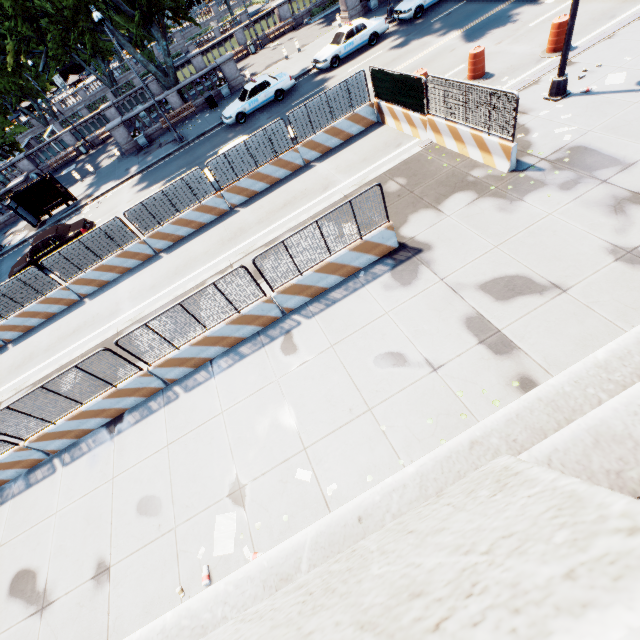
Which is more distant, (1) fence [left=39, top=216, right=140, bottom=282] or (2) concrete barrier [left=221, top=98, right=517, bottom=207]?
(1) fence [left=39, top=216, right=140, bottom=282]

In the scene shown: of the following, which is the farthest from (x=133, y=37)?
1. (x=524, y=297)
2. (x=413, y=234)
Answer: (x=524, y=297)

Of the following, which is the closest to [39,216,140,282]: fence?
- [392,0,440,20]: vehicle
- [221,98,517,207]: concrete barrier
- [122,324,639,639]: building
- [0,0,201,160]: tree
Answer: [221,98,517,207]: concrete barrier

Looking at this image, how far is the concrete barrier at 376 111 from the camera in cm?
997

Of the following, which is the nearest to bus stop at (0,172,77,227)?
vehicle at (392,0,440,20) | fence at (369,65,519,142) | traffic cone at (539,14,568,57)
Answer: fence at (369,65,519,142)

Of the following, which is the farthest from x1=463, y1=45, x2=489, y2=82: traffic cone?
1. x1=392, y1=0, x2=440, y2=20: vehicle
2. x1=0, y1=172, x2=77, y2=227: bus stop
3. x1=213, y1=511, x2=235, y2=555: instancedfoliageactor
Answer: x1=0, y1=172, x2=77, y2=227: bus stop

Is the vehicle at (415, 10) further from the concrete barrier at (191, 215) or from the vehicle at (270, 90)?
the concrete barrier at (191, 215)

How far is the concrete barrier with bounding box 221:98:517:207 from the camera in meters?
10.0 m
